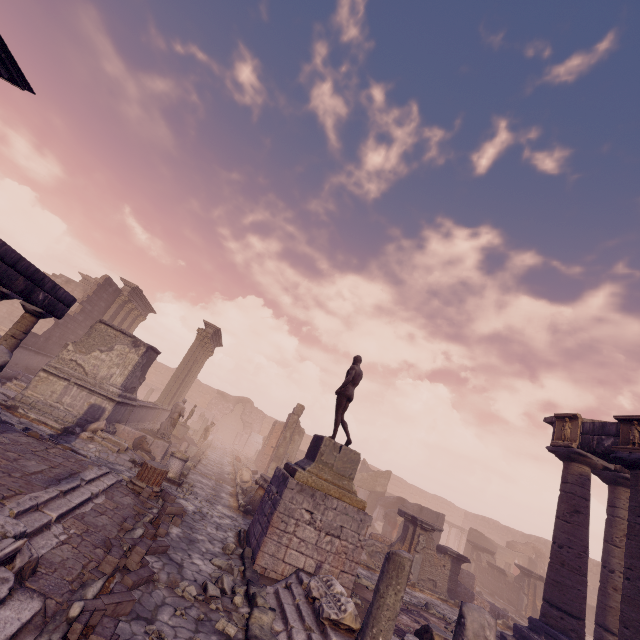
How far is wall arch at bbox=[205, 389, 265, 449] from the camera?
39.84m

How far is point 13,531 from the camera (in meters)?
3.89

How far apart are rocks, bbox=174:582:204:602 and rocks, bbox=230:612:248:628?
0.1 meters

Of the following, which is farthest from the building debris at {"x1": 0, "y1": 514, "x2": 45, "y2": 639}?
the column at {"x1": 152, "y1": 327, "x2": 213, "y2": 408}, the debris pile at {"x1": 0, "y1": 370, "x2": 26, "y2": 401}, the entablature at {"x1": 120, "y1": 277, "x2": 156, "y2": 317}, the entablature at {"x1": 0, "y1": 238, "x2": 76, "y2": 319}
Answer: the entablature at {"x1": 120, "y1": 277, "x2": 156, "y2": 317}

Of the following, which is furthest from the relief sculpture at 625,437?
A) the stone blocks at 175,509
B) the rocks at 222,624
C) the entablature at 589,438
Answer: the stone blocks at 175,509

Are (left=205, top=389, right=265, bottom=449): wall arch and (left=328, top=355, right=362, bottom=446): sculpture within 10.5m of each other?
no

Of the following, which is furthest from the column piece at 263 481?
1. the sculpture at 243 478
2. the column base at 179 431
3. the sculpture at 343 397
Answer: the column base at 179 431

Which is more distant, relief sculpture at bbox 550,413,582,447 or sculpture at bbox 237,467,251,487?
sculpture at bbox 237,467,251,487
